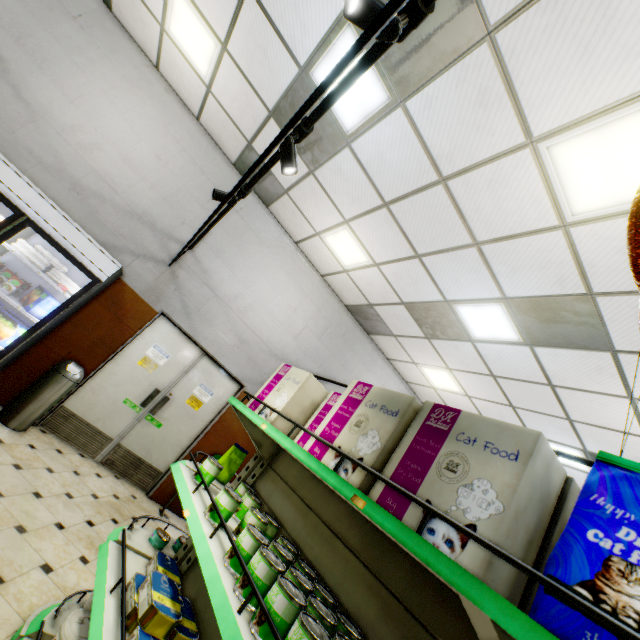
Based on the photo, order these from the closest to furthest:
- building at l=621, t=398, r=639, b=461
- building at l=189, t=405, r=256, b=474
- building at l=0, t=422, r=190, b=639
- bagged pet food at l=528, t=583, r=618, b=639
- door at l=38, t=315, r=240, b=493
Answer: bagged pet food at l=528, t=583, r=618, b=639, building at l=0, t=422, r=190, b=639, building at l=621, t=398, r=639, b=461, door at l=38, t=315, r=240, b=493, building at l=189, t=405, r=256, b=474

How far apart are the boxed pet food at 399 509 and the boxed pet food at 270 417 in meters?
0.1

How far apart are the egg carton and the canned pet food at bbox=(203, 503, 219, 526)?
3.7 meters

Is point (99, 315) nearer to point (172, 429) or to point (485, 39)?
point (172, 429)

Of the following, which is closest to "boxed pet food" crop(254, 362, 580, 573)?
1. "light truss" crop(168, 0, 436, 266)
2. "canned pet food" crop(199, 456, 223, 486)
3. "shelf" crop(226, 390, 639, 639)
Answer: "shelf" crop(226, 390, 639, 639)

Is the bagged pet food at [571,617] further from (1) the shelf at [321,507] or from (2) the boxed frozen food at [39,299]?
(2) the boxed frozen food at [39,299]

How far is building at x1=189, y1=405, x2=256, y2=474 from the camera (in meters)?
5.65

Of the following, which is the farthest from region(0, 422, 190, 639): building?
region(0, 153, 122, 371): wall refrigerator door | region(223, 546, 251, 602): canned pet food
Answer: region(223, 546, 251, 602): canned pet food
